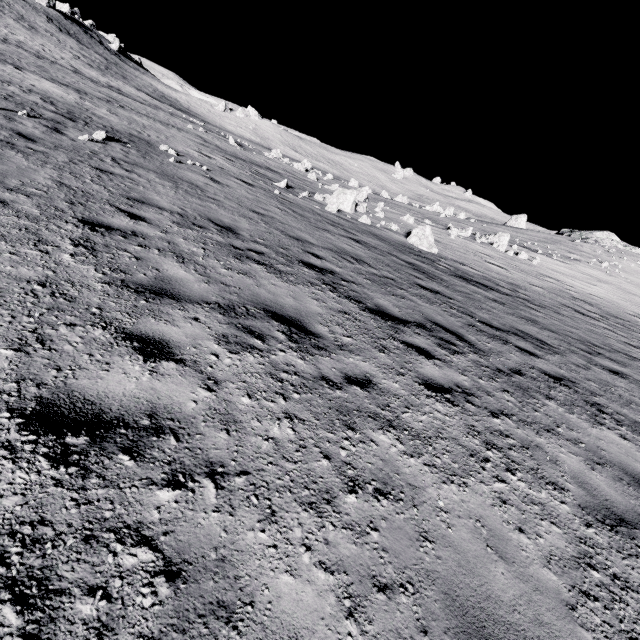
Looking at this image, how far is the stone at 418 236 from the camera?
17.4m

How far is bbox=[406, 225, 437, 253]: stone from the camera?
17.4m

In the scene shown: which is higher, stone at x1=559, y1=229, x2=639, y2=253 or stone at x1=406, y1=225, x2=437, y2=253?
stone at x1=559, y1=229, x2=639, y2=253

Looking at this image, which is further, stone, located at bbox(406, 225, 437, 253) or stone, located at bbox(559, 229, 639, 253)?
stone, located at bbox(559, 229, 639, 253)

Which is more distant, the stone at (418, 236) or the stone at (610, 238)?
the stone at (610, 238)

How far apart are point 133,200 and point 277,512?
7.1m
